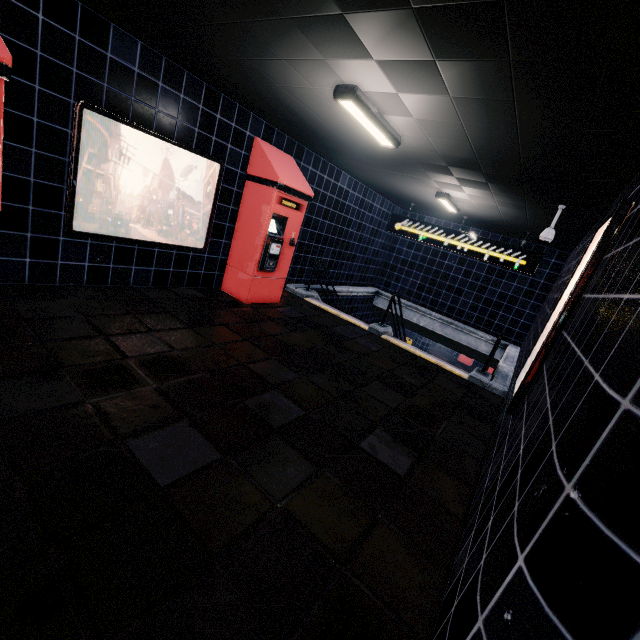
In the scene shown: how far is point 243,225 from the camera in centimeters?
560cm
